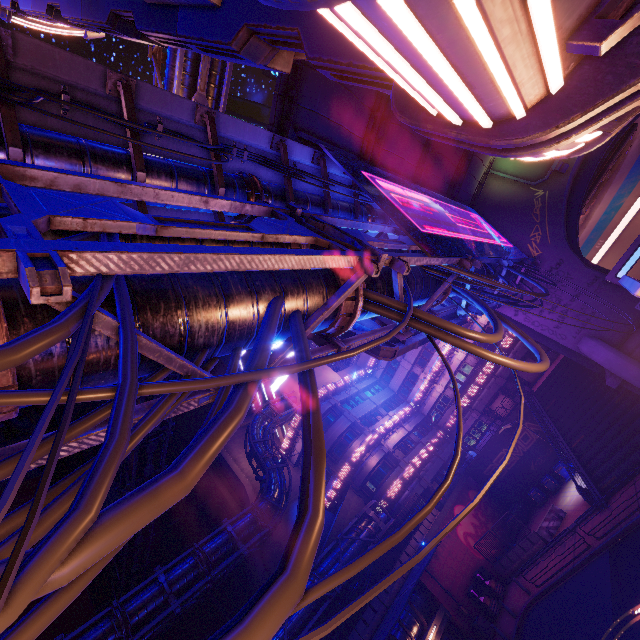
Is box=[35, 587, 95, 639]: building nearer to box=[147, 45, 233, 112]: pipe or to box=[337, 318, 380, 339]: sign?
box=[147, 45, 233, 112]: pipe

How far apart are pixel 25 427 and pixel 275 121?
46.1 meters

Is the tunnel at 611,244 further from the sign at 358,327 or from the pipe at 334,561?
the pipe at 334,561

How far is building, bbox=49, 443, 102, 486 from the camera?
37.4 meters

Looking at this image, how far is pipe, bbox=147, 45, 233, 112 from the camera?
13.1 meters

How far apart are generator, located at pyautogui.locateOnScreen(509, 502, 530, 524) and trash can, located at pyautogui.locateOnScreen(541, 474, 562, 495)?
3.2m

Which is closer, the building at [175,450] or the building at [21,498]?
the building at [21,498]

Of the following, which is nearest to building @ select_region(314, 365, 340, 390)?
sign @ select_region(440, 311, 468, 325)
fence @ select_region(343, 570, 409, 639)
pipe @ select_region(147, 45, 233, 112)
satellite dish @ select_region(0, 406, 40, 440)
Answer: pipe @ select_region(147, 45, 233, 112)
